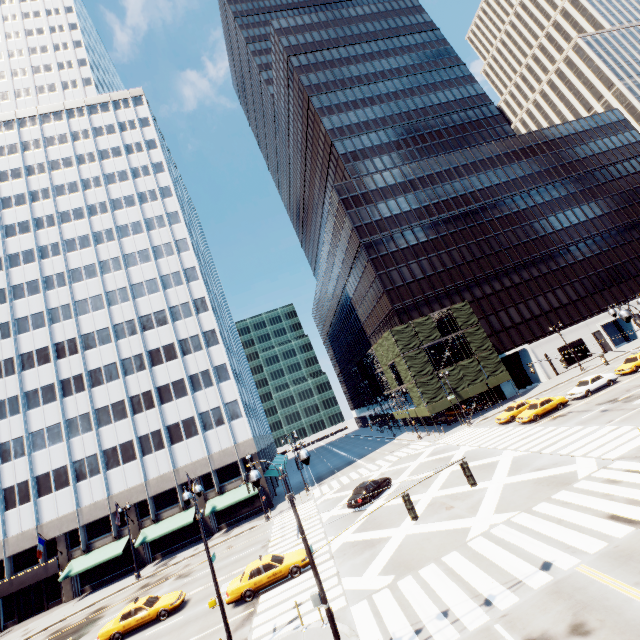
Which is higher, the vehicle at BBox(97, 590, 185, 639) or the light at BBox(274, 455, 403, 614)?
the light at BBox(274, 455, 403, 614)

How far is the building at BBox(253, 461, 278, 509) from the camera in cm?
4094

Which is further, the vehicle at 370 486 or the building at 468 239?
the building at 468 239

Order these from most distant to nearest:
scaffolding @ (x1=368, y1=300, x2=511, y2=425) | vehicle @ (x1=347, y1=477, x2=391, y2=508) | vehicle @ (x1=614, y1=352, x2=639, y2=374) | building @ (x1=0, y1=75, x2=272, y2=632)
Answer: scaffolding @ (x1=368, y1=300, x2=511, y2=425), building @ (x1=0, y1=75, x2=272, y2=632), vehicle @ (x1=614, y1=352, x2=639, y2=374), vehicle @ (x1=347, y1=477, x2=391, y2=508)

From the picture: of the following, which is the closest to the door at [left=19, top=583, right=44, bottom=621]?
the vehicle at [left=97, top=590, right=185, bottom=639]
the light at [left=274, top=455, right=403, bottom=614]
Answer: the vehicle at [left=97, top=590, right=185, bottom=639]

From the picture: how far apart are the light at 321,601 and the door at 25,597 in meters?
46.0

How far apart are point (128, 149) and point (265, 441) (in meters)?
57.69

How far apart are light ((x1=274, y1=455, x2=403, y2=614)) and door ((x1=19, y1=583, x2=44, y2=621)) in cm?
4597
